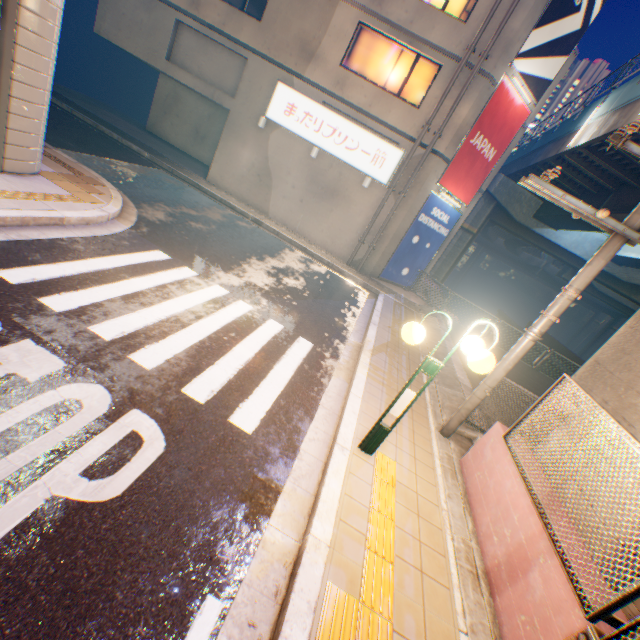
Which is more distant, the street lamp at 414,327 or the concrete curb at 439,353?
the concrete curb at 439,353

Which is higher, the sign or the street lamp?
the sign

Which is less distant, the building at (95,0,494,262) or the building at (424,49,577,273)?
the building at (95,0,494,262)

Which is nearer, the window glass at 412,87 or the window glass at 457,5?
the window glass at 457,5

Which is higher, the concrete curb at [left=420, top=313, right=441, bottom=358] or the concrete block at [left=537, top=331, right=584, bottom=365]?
the concrete block at [left=537, top=331, right=584, bottom=365]

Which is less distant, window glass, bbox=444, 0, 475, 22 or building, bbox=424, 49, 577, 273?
window glass, bbox=444, 0, 475, 22

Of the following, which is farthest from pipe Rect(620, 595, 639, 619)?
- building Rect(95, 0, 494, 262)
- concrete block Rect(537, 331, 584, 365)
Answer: building Rect(95, 0, 494, 262)

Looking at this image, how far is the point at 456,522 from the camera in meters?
4.2 m
